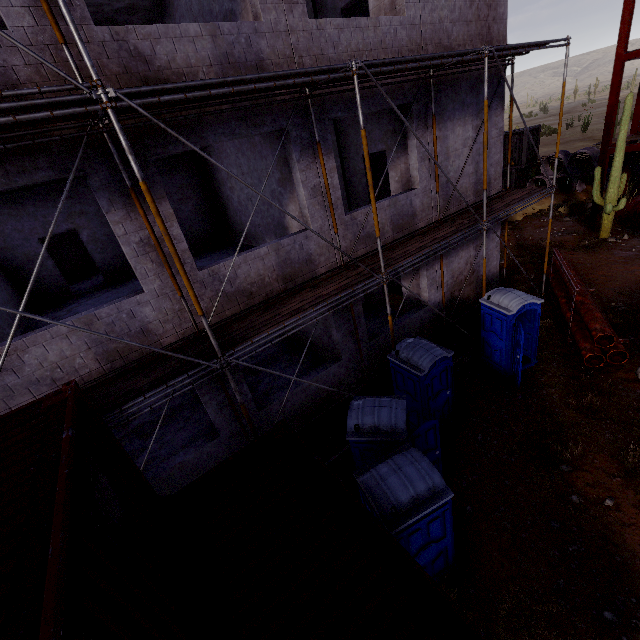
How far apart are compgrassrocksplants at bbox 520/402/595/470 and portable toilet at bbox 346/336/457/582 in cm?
277

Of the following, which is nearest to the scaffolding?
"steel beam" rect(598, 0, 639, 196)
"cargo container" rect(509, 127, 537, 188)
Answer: "steel beam" rect(598, 0, 639, 196)

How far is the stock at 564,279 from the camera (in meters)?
9.00

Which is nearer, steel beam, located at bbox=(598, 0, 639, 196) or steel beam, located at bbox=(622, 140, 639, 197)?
steel beam, located at bbox=(598, 0, 639, 196)

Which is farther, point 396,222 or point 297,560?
point 396,222

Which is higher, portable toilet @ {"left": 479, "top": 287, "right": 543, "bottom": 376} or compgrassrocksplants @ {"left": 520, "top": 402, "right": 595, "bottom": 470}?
portable toilet @ {"left": 479, "top": 287, "right": 543, "bottom": 376}

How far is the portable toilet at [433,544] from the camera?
4.8m
